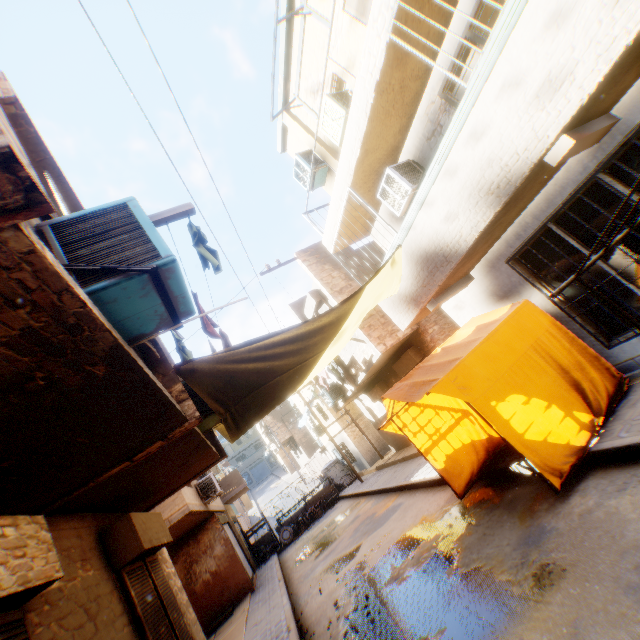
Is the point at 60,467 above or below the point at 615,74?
above

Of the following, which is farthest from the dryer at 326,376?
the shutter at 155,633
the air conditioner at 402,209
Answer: the shutter at 155,633

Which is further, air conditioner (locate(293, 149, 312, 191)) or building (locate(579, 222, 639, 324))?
air conditioner (locate(293, 149, 312, 191))

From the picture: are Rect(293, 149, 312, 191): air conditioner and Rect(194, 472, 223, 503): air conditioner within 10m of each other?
no

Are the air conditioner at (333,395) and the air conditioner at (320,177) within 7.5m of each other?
no

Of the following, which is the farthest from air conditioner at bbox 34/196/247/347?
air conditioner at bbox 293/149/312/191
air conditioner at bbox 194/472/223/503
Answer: air conditioner at bbox 194/472/223/503

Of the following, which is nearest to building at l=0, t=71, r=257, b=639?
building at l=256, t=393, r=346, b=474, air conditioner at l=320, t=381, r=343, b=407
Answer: air conditioner at l=320, t=381, r=343, b=407
